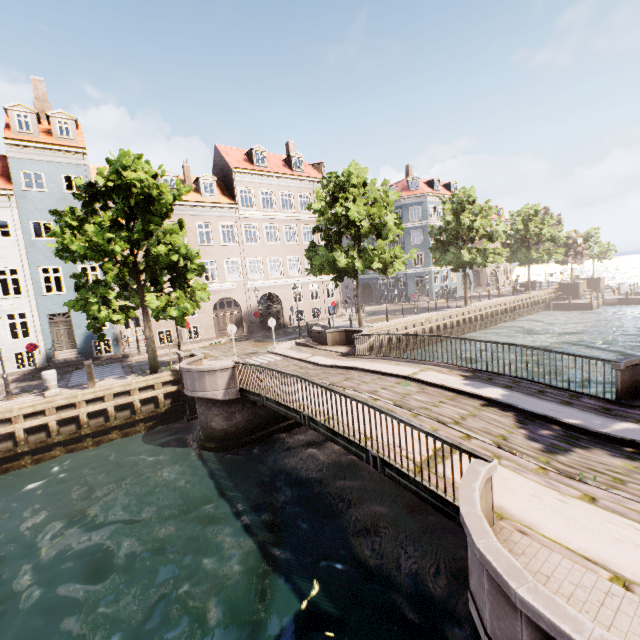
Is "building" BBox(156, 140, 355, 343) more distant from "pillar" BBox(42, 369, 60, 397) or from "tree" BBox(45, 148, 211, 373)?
"pillar" BBox(42, 369, 60, 397)

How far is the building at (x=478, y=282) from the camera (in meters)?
48.12

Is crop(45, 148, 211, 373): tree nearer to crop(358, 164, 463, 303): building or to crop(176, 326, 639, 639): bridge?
crop(176, 326, 639, 639): bridge

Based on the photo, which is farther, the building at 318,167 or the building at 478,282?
the building at 478,282

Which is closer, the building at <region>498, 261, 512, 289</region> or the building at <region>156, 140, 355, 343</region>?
the building at <region>156, 140, 355, 343</region>

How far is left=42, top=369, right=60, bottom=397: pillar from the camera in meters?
13.5 m

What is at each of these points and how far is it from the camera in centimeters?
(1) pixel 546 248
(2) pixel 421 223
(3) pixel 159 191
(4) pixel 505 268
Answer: (1) tree, 3794cm
(2) building, 4188cm
(3) tree, 1369cm
(4) building, 5191cm

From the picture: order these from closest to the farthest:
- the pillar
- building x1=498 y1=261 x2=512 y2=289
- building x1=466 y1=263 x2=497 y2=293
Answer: the pillar < building x1=466 y1=263 x2=497 y2=293 < building x1=498 y1=261 x2=512 y2=289
